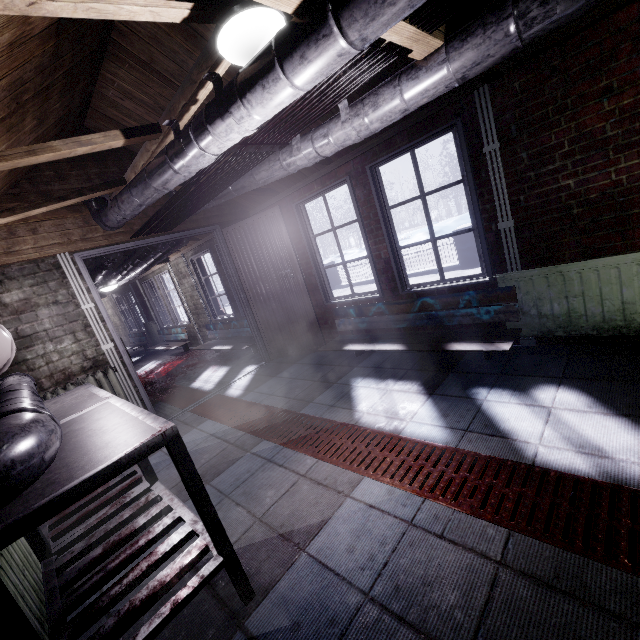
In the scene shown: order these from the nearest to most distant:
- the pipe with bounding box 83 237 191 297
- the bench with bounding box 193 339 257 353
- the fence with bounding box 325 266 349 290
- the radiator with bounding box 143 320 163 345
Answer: the pipe with bounding box 83 237 191 297 < the bench with bounding box 193 339 257 353 < the radiator with bounding box 143 320 163 345 < the fence with bounding box 325 266 349 290

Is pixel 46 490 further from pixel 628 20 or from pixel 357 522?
pixel 628 20

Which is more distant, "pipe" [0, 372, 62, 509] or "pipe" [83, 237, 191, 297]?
"pipe" [83, 237, 191, 297]

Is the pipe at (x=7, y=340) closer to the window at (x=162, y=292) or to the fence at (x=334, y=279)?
the window at (x=162, y=292)

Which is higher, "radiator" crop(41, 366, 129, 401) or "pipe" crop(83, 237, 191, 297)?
"pipe" crop(83, 237, 191, 297)

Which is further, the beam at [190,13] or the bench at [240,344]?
the bench at [240,344]

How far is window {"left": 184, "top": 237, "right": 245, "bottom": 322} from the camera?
5.5 meters
